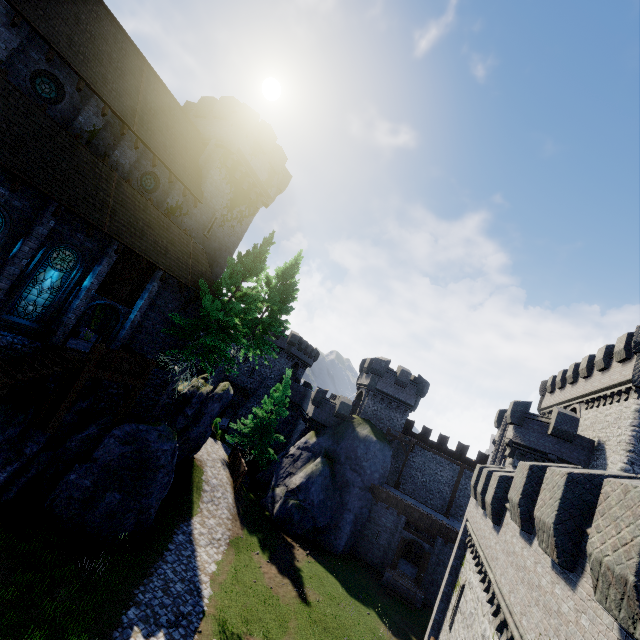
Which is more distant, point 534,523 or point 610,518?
point 534,523

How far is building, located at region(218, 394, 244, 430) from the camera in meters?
47.8

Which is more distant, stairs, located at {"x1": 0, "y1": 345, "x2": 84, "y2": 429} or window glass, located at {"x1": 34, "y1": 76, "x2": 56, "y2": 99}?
window glass, located at {"x1": 34, "y1": 76, "x2": 56, "y2": 99}

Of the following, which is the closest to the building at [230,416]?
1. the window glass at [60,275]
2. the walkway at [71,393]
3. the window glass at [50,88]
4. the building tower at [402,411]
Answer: the building tower at [402,411]

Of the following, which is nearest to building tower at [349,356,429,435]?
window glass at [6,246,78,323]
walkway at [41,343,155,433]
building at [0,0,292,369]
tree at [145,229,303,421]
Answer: tree at [145,229,303,421]

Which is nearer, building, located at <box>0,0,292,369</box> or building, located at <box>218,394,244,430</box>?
building, located at <box>0,0,292,369</box>

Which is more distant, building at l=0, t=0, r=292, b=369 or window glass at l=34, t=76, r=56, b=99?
window glass at l=34, t=76, r=56, b=99

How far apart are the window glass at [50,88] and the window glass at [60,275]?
6.9 meters
